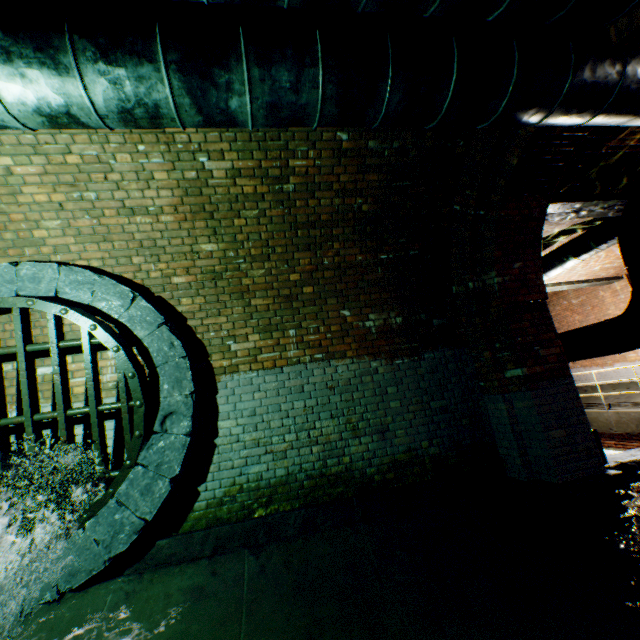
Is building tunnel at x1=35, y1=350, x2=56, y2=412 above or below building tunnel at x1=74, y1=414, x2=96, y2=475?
above

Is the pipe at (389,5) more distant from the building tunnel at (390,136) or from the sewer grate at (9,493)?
the sewer grate at (9,493)

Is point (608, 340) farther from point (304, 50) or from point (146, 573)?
point (146, 573)

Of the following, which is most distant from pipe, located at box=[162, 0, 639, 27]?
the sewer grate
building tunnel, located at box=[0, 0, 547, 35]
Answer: the sewer grate

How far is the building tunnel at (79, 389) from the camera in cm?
371

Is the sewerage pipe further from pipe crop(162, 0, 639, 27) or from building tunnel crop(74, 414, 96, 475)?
pipe crop(162, 0, 639, 27)
